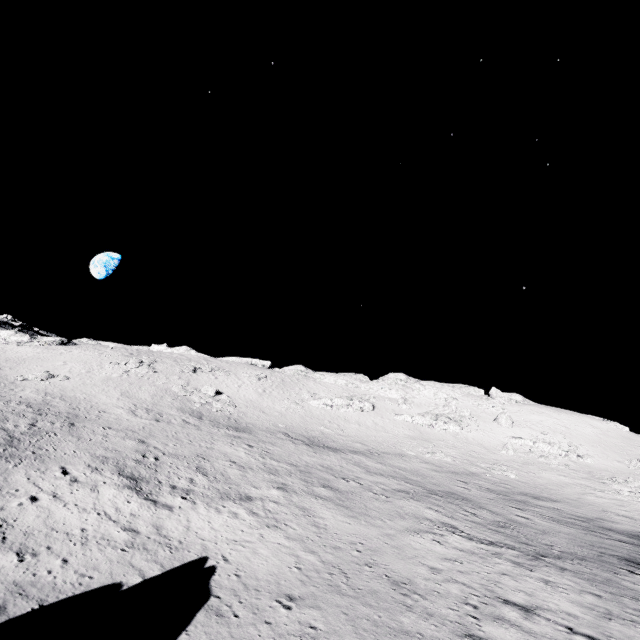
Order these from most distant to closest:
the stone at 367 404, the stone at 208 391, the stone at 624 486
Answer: the stone at 367 404
the stone at 208 391
the stone at 624 486

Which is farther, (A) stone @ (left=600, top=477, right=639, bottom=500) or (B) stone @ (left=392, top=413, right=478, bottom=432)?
(B) stone @ (left=392, top=413, right=478, bottom=432)

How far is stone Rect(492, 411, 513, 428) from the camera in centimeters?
5675cm

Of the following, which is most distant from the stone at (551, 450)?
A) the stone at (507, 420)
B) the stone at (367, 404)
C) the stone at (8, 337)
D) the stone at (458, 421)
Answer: the stone at (8, 337)

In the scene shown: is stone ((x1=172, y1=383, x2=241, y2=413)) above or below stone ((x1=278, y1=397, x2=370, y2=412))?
below

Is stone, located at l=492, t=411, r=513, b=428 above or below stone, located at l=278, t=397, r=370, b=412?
above

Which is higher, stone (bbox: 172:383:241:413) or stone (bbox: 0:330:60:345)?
stone (bbox: 172:383:241:413)

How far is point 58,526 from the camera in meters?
15.6 m
